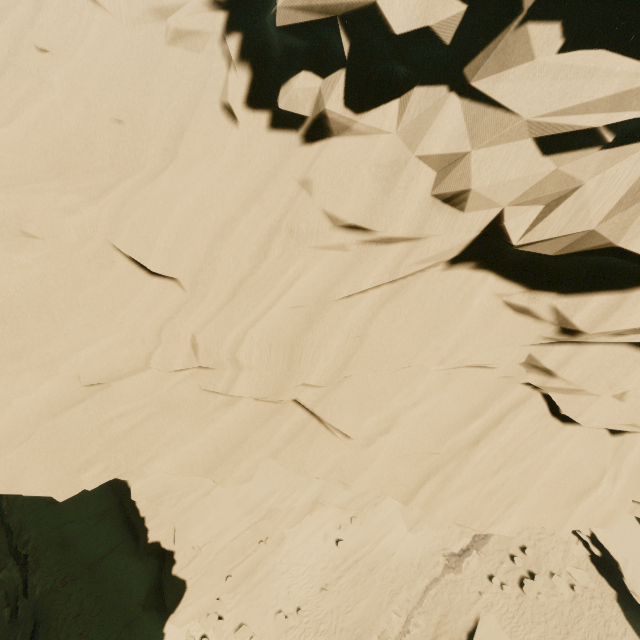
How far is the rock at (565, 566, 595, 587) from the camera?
17.88m

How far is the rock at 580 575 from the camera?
17.88m

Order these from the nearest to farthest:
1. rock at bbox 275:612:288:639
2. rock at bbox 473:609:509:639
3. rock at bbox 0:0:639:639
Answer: rock at bbox 0:0:639:639 → rock at bbox 473:609:509:639 → rock at bbox 275:612:288:639

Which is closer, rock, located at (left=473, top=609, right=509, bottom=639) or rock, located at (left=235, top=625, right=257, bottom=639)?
rock, located at (left=473, top=609, right=509, bottom=639)

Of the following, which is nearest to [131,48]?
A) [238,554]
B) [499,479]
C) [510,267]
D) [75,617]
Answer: [510,267]
